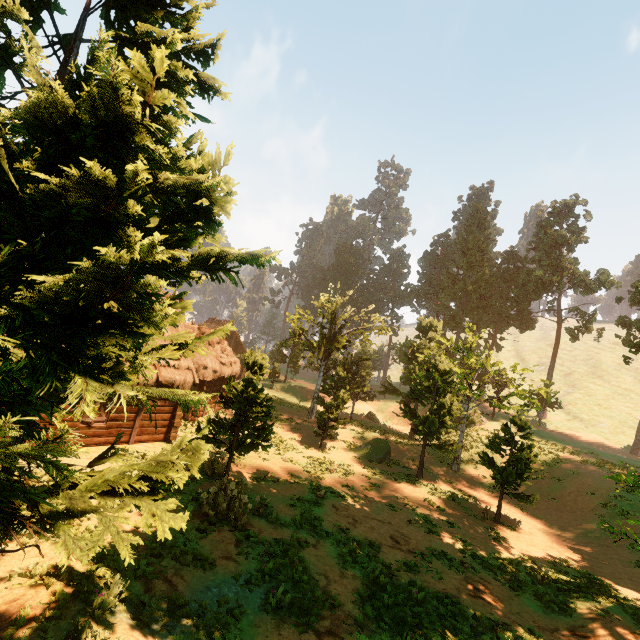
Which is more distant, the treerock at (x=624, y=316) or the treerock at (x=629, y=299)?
the treerock at (x=629, y=299)

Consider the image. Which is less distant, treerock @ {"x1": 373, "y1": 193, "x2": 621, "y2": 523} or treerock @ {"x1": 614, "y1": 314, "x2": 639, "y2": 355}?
treerock @ {"x1": 373, "y1": 193, "x2": 621, "y2": 523}

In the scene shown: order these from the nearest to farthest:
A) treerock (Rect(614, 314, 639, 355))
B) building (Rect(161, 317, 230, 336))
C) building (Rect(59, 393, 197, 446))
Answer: building (Rect(59, 393, 197, 446)), building (Rect(161, 317, 230, 336)), treerock (Rect(614, 314, 639, 355))

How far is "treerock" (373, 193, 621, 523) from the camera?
19.22m

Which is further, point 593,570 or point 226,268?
point 593,570

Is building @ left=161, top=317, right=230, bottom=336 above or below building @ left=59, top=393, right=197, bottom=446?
above

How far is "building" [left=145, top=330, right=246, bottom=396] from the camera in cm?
1645

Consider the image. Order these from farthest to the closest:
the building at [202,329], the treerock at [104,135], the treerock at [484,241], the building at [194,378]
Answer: the treerock at [484,241] → the building at [202,329] → the building at [194,378] → the treerock at [104,135]
